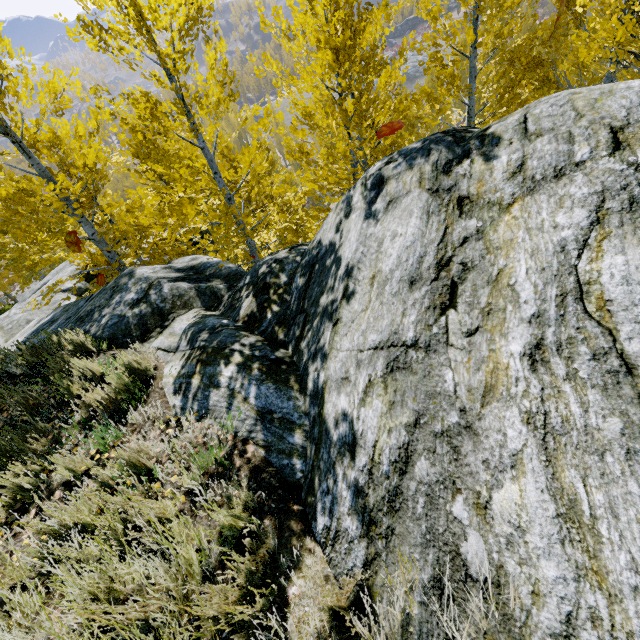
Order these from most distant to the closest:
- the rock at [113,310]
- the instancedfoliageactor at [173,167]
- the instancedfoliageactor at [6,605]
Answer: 1. the instancedfoliageactor at [173,167]
2. the instancedfoliageactor at [6,605]
3. the rock at [113,310]

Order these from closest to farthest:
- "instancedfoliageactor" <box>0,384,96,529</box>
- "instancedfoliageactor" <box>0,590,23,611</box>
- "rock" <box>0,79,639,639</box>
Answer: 1. "rock" <box>0,79,639,639</box>
2. "instancedfoliageactor" <box>0,590,23,611</box>
3. "instancedfoliageactor" <box>0,384,96,529</box>

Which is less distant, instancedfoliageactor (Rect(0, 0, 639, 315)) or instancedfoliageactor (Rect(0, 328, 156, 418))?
instancedfoliageactor (Rect(0, 328, 156, 418))

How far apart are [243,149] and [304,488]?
6.8 meters

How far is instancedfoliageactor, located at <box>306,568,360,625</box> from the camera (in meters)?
1.50

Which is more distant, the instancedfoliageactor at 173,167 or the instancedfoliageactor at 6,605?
the instancedfoliageactor at 173,167
